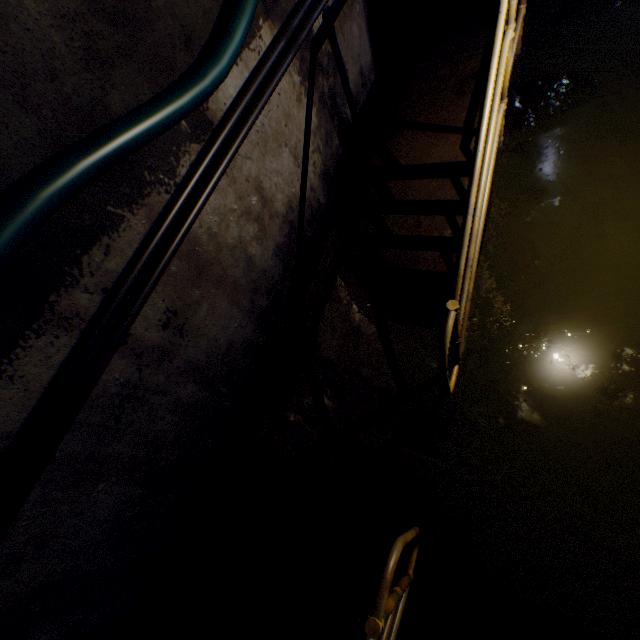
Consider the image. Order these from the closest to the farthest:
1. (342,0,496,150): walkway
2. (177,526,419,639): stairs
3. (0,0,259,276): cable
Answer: (0,0,259,276): cable, (177,526,419,639): stairs, (342,0,496,150): walkway

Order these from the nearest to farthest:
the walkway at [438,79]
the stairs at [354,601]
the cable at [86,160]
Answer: the cable at [86,160] < the stairs at [354,601] < the walkway at [438,79]

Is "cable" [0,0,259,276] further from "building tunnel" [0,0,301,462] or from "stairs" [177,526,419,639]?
"stairs" [177,526,419,639]

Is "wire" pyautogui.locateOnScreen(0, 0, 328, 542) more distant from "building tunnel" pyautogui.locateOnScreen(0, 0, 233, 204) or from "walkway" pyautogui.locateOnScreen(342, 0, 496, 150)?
"walkway" pyautogui.locateOnScreen(342, 0, 496, 150)

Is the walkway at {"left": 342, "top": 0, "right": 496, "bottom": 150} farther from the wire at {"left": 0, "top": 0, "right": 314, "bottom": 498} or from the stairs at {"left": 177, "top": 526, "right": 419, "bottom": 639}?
the stairs at {"left": 177, "top": 526, "right": 419, "bottom": 639}

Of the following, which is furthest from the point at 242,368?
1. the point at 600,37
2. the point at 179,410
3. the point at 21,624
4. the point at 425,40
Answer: the point at 600,37

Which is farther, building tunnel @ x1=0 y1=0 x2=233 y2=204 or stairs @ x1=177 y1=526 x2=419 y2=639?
stairs @ x1=177 y1=526 x2=419 y2=639

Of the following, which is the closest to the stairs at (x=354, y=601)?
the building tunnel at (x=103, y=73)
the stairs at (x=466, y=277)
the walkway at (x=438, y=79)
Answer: the building tunnel at (x=103, y=73)
